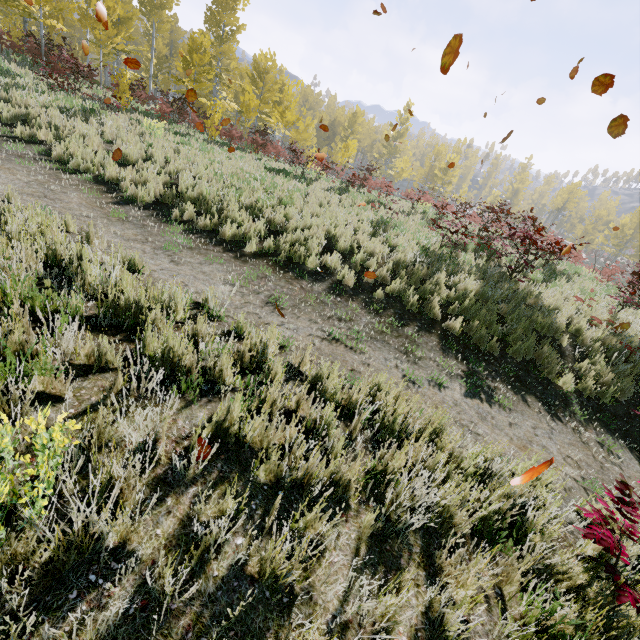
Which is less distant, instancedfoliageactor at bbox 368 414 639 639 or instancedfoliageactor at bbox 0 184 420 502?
instancedfoliageactor at bbox 368 414 639 639

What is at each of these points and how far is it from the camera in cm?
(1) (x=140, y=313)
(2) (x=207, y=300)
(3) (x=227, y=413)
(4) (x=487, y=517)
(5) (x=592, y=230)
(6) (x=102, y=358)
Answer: (1) instancedfoliageactor, 346
(2) instancedfoliageactor, 457
(3) instancedfoliageactor, 254
(4) instancedfoliageactor, 277
(5) instancedfoliageactor, 4716
(6) instancedfoliageactor, 271

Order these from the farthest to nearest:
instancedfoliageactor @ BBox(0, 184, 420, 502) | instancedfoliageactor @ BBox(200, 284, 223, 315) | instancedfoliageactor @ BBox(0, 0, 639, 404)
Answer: instancedfoliageactor @ BBox(0, 0, 639, 404) → instancedfoliageactor @ BBox(200, 284, 223, 315) → instancedfoliageactor @ BBox(0, 184, 420, 502)

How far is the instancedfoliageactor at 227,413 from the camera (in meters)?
2.44

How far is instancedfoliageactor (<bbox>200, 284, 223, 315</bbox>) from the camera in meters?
4.2

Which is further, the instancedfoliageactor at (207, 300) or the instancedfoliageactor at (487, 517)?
the instancedfoliageactor at (207, 300)
